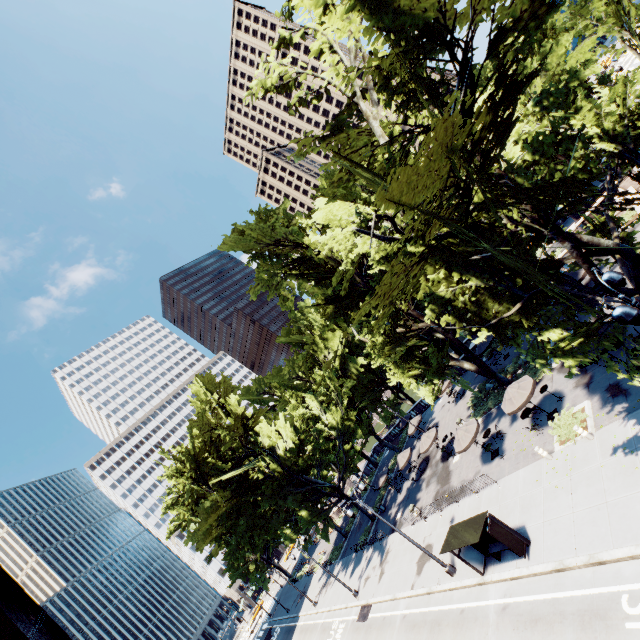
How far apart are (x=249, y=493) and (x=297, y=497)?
5.3m

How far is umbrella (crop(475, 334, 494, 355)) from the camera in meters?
30.9 m

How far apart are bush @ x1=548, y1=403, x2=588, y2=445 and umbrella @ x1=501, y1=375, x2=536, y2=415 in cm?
156

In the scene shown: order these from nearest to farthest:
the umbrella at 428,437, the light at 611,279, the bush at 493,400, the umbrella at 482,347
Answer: the light at 611,279 < the bush at 493,400 < the umbrella at 428,437 < the umbrella at 482,347

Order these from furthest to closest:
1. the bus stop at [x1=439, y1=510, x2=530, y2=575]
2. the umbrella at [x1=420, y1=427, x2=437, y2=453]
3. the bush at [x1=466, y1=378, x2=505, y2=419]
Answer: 1. the umbrella at [x1=420, y1=427, x2=437, y2=453]
2. the bush at [x1=466, y1=378, x2=505, y2=419]
3. the bus stop at [x1=439, y1=510, x2=530, y2=575]

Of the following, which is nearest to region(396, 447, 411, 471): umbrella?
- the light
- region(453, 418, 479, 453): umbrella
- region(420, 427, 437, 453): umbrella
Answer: region(420, 427, 437, 453): umbrella

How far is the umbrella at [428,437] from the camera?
29.5 meters

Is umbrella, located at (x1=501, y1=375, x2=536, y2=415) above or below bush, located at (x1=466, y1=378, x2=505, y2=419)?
above
